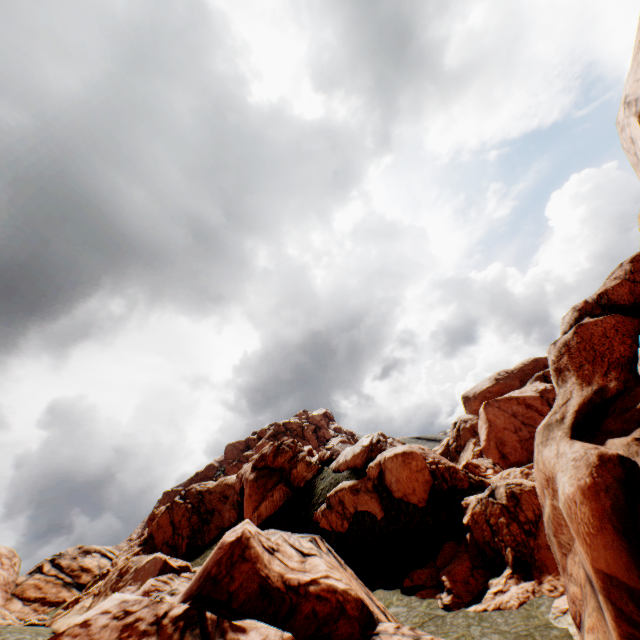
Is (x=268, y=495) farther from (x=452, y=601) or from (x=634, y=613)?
(x=634, y=613)

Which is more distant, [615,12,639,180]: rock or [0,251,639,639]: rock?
[0,251,639,639]: rock

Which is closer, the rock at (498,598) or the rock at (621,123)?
the rock at (621,123)
